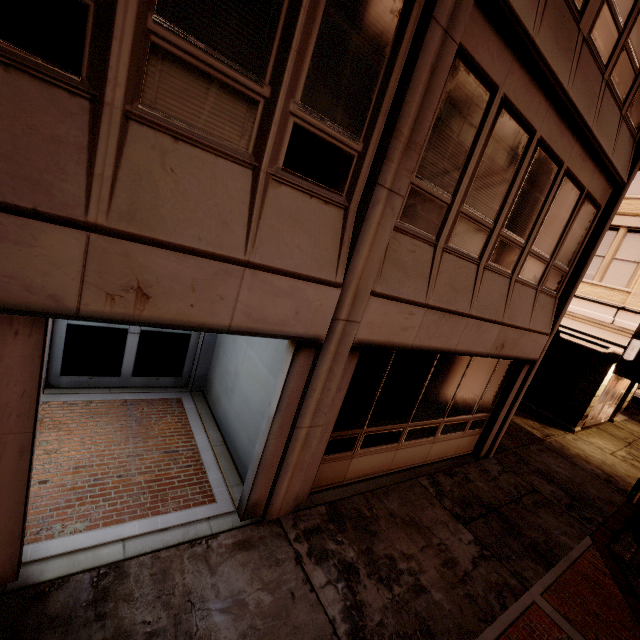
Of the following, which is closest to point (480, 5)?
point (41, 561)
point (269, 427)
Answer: point (269, 427)

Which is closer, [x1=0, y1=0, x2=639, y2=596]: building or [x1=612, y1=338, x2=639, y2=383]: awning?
[x1=0, y1=0, x2=639, y2=596]: building

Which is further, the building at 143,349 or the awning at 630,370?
the awning at 630,370
